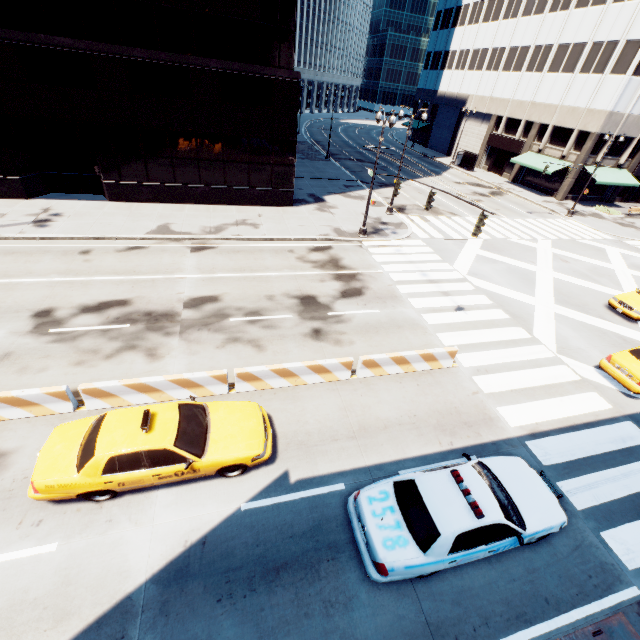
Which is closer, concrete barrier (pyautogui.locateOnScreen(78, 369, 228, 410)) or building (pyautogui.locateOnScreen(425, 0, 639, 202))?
concrete barrier (pyautogui.locateOnScreen(78, 369, 228, 410))

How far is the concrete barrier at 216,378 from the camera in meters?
9.2 m

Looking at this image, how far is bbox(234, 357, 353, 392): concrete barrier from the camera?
10.3m

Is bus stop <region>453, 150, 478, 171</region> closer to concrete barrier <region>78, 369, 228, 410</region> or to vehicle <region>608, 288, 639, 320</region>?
vehicle <region>608, 288, 639, 320</region>

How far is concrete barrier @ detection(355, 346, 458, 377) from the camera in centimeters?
1138cm

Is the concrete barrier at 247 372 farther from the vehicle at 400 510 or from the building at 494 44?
the building at 494 44

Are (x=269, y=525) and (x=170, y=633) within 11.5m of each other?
yes

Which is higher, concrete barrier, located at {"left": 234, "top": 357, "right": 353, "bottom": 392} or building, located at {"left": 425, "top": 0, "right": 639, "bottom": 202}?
building, located at {"left": 425, "top": 0, "right": 639, "bottom": 202}
